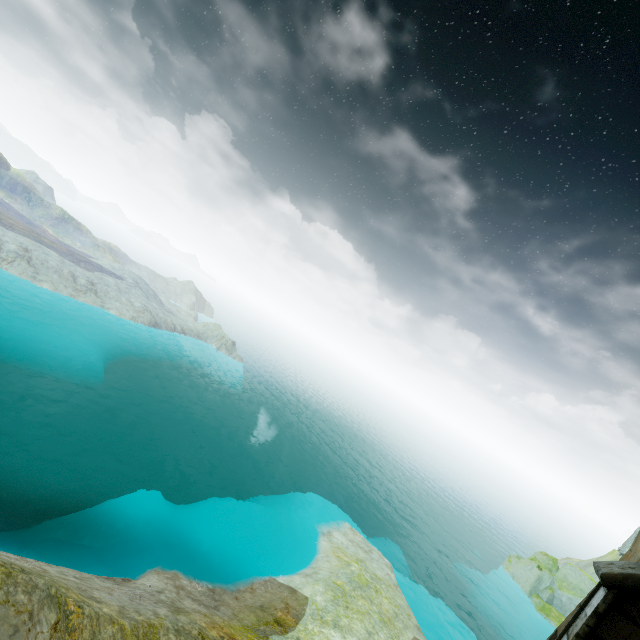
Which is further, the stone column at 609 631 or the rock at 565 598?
the rock at 565 598

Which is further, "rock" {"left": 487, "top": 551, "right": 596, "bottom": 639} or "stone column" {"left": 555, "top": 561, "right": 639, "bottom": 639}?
"rock" {"left": 487, "top": 551, "right": 596, "bottom": 639}

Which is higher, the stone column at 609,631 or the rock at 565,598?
the stone column at 609,631

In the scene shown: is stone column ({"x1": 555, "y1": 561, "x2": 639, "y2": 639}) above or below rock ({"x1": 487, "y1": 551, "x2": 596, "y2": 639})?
above

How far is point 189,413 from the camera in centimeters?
5084cm
